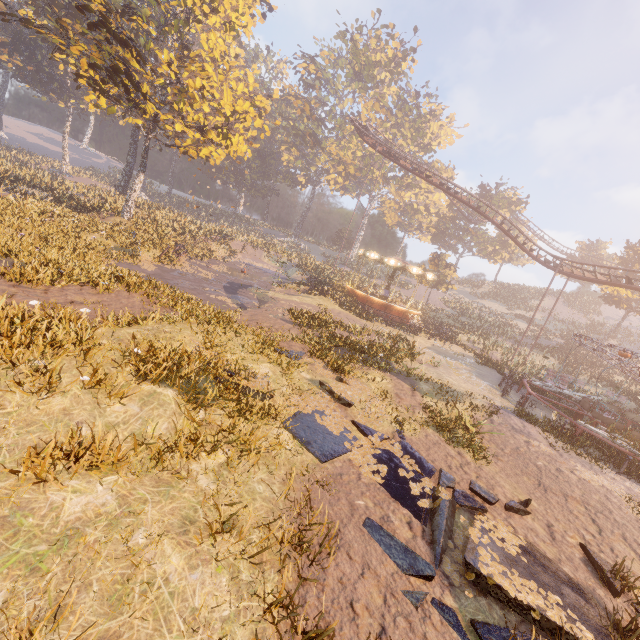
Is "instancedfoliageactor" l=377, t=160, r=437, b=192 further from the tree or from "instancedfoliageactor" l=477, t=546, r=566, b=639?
"instancedfoliageactor" l=477, t=546, r=566, b=639

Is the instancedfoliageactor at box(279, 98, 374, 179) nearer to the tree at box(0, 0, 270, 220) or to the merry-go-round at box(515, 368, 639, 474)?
the tree at box(0, 0, 270, 220)

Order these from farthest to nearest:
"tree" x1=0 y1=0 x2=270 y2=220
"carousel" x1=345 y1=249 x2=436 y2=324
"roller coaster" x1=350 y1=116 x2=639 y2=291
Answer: "carousel" x1=345 y1=249 x2=436 y2=324 < "roller coaster" x1=350 y1=116 x2=639 y2=291 < "tree" x1=0 y1=0 x2=270 y2=220

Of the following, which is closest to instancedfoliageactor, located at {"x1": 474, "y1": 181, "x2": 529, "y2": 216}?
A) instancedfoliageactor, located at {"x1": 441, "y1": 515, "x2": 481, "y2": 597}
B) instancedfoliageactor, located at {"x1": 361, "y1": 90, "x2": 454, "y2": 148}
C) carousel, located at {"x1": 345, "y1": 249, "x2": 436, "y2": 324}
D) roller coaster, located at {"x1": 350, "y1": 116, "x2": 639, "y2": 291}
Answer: carousel, located at {"x1": 345, "y1": 249, "x2": 436, "y2": 324}

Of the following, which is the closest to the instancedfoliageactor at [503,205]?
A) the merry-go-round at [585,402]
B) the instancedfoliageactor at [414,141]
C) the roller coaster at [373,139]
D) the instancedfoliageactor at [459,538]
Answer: the roller coaster at [373,139]

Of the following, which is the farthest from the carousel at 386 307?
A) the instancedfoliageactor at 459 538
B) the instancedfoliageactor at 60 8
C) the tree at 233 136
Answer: the instancedfoliageactor at 459 538

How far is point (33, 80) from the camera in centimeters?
4234cm

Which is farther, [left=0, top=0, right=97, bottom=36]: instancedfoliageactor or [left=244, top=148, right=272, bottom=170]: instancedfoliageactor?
[left=244, top=148, right=272, bottom=170]: instancedfoliageactor
